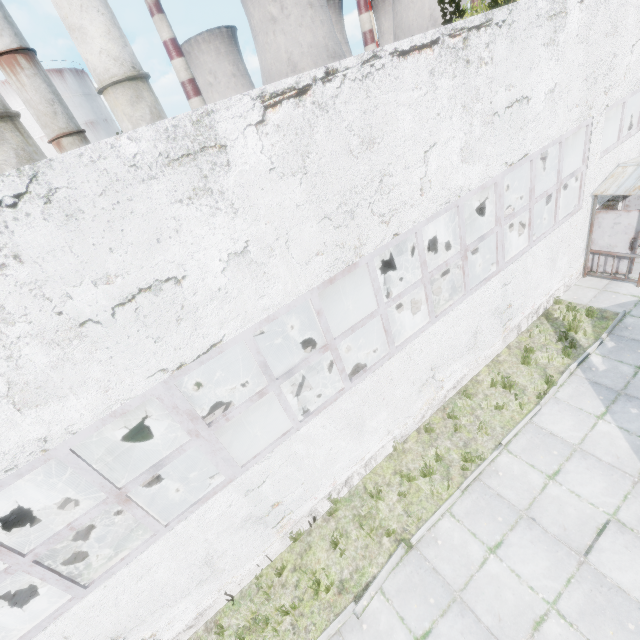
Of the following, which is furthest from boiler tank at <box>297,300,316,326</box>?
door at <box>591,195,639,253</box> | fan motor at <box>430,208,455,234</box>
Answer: door at <box>591,195,639,253</box>

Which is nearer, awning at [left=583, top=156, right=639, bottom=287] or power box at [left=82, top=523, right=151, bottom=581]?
power box at [left=82, top=523, right=151, bottom=581]

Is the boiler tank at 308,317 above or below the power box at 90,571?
below

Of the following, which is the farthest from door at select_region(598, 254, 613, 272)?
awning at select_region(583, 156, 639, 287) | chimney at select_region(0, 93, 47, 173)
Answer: chimney at select_region(0, 93, 47, 173)

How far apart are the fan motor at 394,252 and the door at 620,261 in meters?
6.7 m

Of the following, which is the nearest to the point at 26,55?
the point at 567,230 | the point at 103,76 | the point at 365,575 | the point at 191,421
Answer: the point at 103,76

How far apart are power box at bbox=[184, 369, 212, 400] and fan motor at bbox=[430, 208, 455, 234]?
13.86m

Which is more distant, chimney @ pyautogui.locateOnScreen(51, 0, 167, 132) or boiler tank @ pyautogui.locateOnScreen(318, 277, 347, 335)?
chimney @ pyautogui.locateOnScreen(51, 0, 167, 132)
